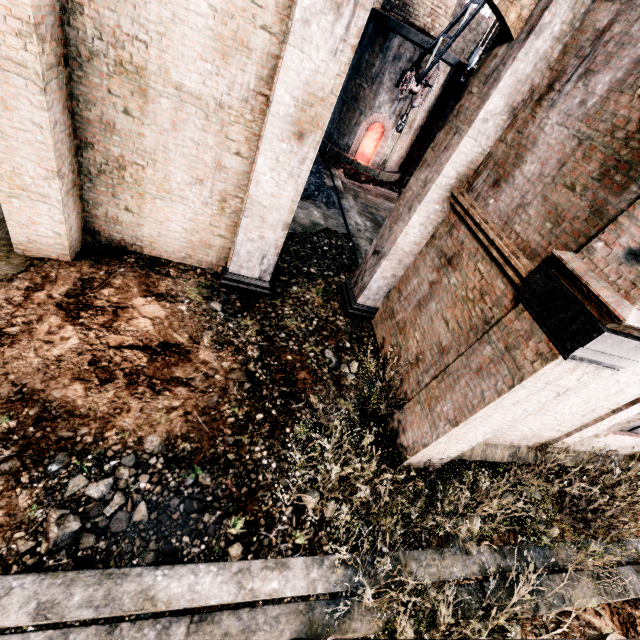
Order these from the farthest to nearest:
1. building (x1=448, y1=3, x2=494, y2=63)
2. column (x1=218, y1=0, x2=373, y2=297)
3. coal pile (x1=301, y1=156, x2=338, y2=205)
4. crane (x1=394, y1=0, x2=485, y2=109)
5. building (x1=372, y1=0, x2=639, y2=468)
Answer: building (x1=448, y1=3, x2=494, y2=63) → coal pile (x1=301, y1=156, x2=338, y2=205) → crane (x1=394, y1=0, x2=485, y2=109) → column (x1=218, y1=0, x2=373, y2=297) → building (x1=372, y1=0, x2=639, y2=468)

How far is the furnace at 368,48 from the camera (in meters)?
17.08

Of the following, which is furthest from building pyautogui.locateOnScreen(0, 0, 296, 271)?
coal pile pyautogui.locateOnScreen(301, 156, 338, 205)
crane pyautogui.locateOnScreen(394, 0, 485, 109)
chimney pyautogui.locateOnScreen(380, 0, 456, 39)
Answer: crane pyautogui.locateOnScreen(394, 0, 485, 109)

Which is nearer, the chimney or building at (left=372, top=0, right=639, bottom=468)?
building at (left=372, top=0, right=639, bottom=468)

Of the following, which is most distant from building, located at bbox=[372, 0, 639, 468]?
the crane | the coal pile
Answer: the crane

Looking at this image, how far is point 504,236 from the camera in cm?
624

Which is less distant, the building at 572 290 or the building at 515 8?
the building at 572 290

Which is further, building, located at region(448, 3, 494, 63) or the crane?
building, located at region(448, 3, 494, 63)
